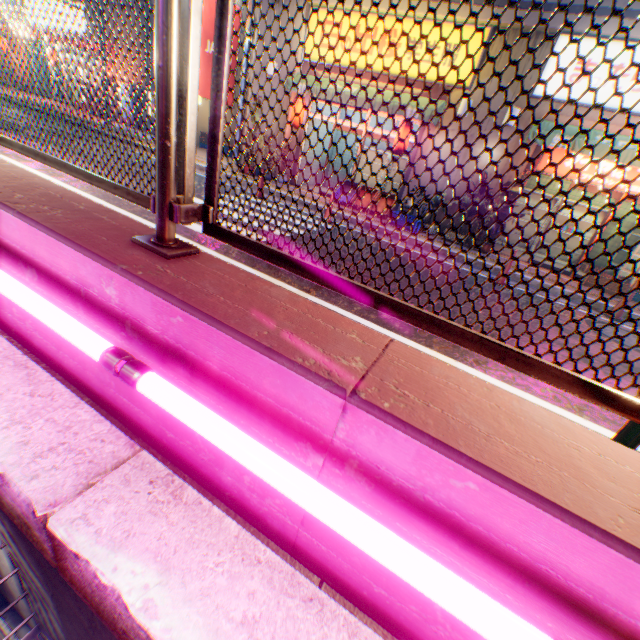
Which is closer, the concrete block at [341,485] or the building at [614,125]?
the concrete block at [341,485]

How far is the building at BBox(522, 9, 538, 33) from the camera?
7.8 meters

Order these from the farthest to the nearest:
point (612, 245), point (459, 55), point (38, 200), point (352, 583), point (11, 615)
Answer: point (612, 245) < point (459, 55) < point (11, 615) < point (38, 200) < point (352, 583)

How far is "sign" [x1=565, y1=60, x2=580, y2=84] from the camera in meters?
7.9

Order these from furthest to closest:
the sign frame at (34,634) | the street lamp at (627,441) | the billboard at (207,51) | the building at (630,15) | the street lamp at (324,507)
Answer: the billboard at (207,51) < the building at (630,15) < the sign frame at (34,634) < the street lamp at (627,441) < the street lamp at (324,507)

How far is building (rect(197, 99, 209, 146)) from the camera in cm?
1666

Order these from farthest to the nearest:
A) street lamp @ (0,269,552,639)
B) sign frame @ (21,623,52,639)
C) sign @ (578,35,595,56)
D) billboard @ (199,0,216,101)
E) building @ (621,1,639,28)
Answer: billboard @ (199,0,216,101)
sign @ (578,35,595,56)
building @ (621,1,639,28)
sign frame @ (21,623,52,639)
street lamp @ (0,269,552,639)

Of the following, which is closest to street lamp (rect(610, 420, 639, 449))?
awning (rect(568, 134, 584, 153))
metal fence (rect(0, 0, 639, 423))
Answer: metal fence (rect(0, 0, 639, 423))
